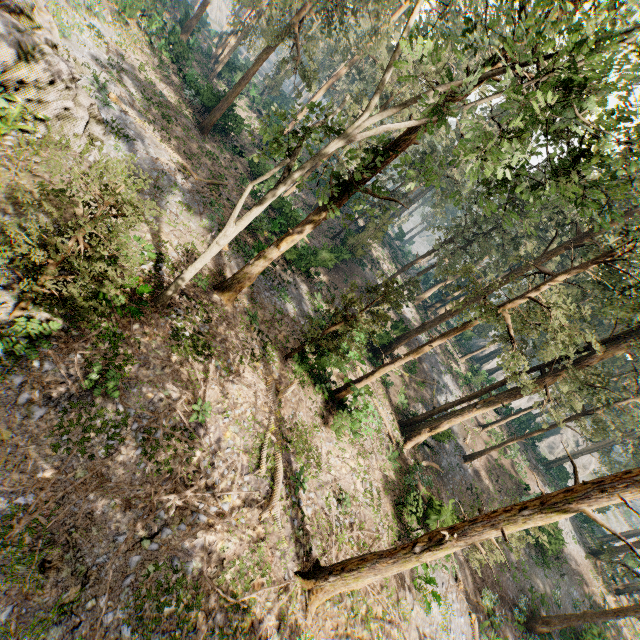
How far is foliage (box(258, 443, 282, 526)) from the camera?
11.4m

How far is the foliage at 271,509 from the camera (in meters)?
11.44

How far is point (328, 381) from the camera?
21.25m

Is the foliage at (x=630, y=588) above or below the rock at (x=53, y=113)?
above

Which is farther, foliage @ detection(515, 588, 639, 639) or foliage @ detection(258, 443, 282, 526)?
foliage @ detection(515, 588, 639, 639)

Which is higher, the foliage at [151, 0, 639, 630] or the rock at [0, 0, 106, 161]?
the foliage at [151, 0, 639, 630]

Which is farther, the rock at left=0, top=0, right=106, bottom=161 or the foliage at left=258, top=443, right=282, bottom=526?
the rock at left=0, top=0, right=106, bottom=161

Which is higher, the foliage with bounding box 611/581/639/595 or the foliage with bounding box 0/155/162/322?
the foliage with bounding box 611/581/639/595
